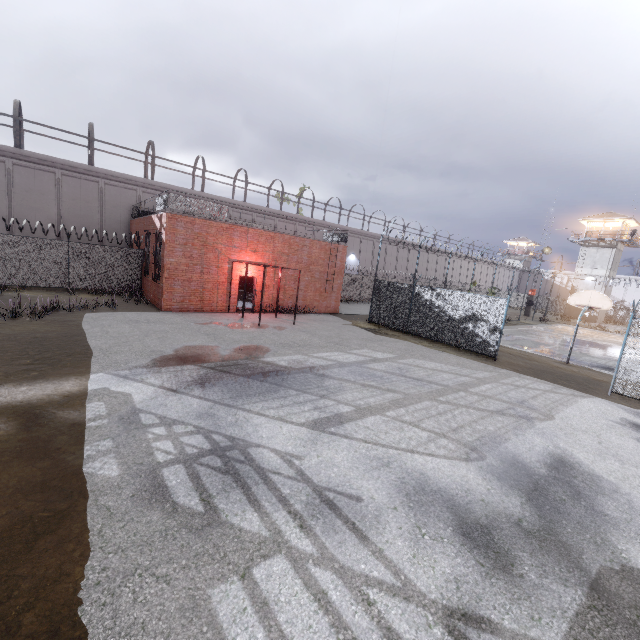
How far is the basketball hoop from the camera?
15.7 meters

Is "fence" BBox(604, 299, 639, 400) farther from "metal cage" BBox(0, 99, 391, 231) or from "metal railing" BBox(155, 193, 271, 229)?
"metal cage" BBox(0, 99, 391, 231)

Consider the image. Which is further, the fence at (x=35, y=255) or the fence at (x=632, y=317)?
the fence at (x=35, y=255)

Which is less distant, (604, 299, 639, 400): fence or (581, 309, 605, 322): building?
(604, 299, 639, 400): fence

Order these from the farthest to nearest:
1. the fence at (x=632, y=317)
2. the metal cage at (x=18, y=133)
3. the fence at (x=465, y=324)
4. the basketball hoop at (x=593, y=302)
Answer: the metal cage at (x=18, y=133) < the basketball hoop at (x=593, y=302) < the fence at (x=465, y=324) < the fence at (x=632, y=317)

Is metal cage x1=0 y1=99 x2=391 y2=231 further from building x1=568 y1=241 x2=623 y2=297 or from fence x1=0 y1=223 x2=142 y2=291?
building x1=568 y1=241 x2=623 y2=297

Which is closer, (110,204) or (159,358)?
(159,358)
